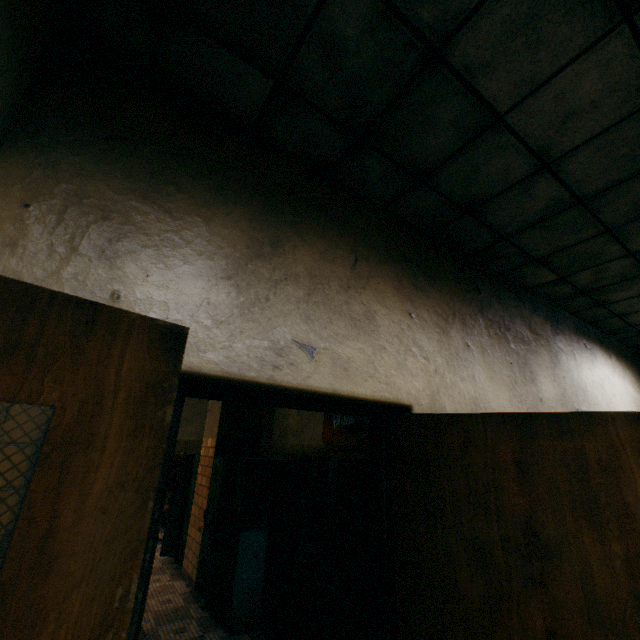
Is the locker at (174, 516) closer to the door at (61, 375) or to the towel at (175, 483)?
the towel at (175, 483)

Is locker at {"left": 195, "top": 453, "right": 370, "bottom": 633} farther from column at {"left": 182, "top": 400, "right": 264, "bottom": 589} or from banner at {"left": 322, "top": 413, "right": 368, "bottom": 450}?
banner at {"left": 322, "top": 413, "right": 368, "bottom": 450}

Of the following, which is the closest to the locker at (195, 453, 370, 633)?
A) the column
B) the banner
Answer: the column

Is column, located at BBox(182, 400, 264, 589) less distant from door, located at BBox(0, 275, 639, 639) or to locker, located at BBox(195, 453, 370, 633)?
locker, located at BBox(195, 453, 370, 633)

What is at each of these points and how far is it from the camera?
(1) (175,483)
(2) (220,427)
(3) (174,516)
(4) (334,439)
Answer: (1) towel, 5.84m
(2) column, 5.29m
(3) locker, 5.64m
(4) banner, 7.58m

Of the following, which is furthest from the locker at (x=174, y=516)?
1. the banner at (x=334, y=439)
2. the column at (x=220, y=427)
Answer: the banner at (x=334, y=439)

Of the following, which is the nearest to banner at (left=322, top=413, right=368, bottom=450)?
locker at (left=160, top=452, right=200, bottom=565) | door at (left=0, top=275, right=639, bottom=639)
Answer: locker at (left=160, top=452, right=200, bottom=565)

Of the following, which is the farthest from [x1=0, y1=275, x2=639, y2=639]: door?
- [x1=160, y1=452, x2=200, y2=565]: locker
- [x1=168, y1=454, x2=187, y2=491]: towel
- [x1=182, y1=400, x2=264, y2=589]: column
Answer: [x1=168, y1=454, x2=187, y2=491]: towel
